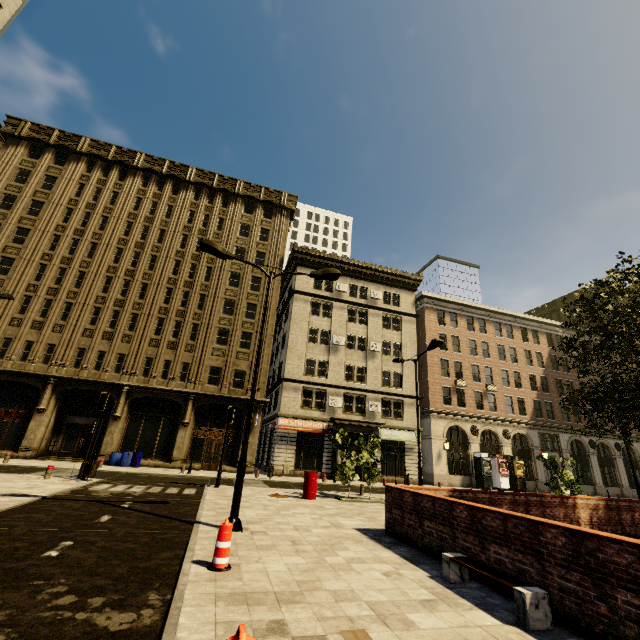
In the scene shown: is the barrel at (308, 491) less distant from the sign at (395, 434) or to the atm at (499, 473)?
the sign at (395, 434)

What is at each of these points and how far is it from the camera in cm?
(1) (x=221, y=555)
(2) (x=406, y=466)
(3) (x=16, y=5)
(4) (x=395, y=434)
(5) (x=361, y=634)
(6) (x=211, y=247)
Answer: (1) plastic barricade, 542
(2) building, 2961
(3) building, 1209
(4) sign, 3036
(5) cardboard, 373
(6) street light, 1034

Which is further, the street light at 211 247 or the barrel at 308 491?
the barrel at 308 491

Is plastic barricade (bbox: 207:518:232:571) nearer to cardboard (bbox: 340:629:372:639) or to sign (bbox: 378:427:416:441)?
cardboard (bbox: 340:629:372:639)

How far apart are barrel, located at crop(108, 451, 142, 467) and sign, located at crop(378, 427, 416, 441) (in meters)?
19.44

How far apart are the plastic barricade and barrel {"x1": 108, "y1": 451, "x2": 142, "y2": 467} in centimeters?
2156cm

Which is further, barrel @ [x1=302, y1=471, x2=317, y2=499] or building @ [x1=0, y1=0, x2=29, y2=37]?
barrel @ [x1=302, y1=471, x2=317, y2=499]

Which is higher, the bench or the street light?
the street light
